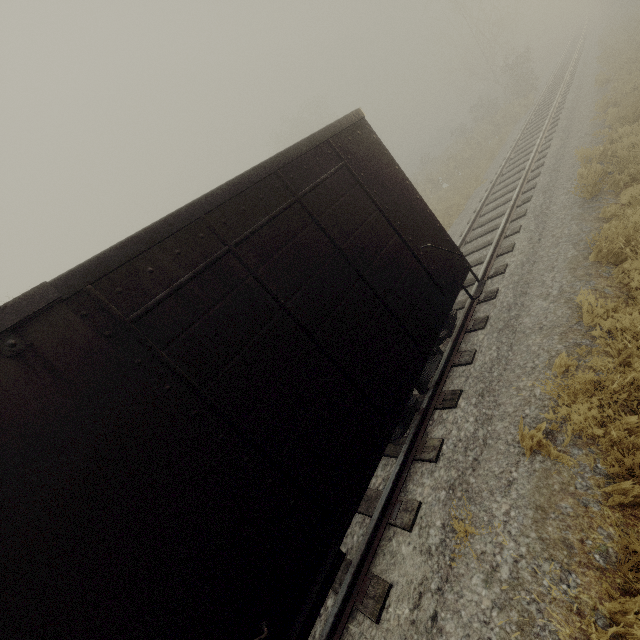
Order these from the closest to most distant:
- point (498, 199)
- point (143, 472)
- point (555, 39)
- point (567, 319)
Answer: point (143, 472) → point (567, 319) → point (498, 199) → point (555, 39)

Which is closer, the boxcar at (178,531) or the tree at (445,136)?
the boxcar at (178,531)

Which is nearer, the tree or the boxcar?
the boxcar
